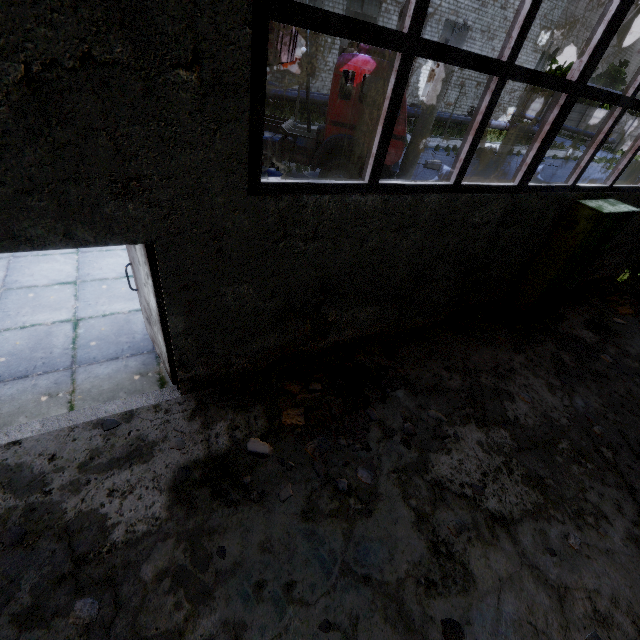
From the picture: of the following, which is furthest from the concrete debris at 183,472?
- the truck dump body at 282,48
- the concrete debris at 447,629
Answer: the truck dump body at 282,48

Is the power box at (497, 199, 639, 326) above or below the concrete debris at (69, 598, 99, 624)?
above

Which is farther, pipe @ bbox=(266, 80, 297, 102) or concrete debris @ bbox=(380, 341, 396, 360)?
pipe @ bbox=(266, 80, 297, 102)

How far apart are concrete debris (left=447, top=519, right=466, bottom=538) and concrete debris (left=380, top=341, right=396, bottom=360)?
0.88m

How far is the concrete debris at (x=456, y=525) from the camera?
3.5m

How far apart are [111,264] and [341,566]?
6.2 meters

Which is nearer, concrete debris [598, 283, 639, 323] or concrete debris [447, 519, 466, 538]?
concrete debris [447, 519, 466, 538]

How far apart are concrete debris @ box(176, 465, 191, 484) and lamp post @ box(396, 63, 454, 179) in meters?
10.1
